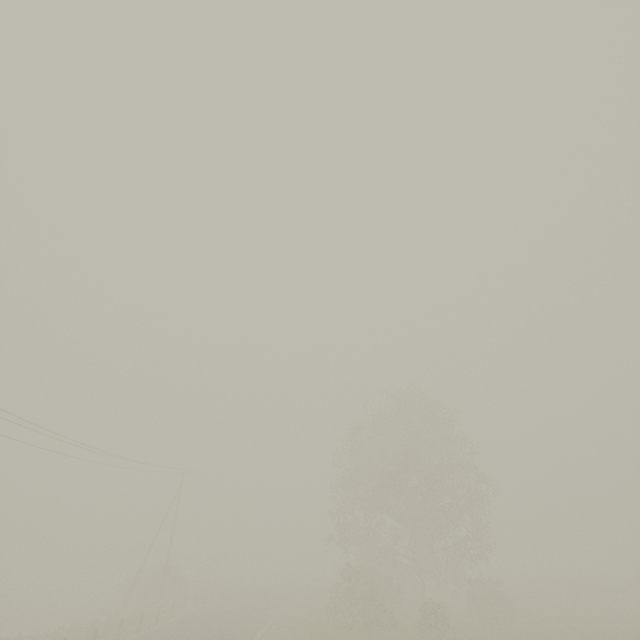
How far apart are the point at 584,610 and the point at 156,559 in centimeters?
5183cm
